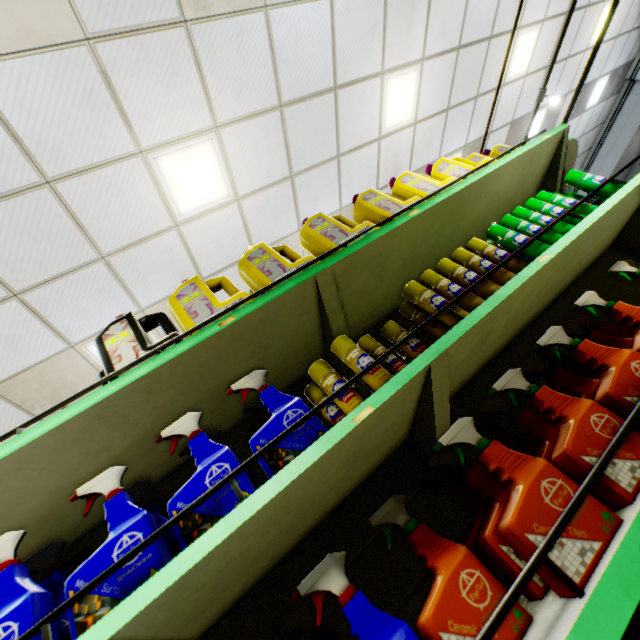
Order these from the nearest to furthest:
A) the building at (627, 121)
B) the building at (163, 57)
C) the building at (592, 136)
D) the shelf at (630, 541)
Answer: the shelf at (630, 541) → the building at (163, 57) → the building at (592, 136) → the building at (627, 121)

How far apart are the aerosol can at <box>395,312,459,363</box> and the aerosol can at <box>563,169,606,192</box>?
0.7m

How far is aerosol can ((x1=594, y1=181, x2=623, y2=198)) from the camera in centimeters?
172cm

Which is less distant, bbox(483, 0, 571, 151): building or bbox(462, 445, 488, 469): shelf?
bbox(462, 445, 488, 469): shelf

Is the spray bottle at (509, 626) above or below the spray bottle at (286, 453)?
below

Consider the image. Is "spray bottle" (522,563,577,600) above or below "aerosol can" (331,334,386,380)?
below

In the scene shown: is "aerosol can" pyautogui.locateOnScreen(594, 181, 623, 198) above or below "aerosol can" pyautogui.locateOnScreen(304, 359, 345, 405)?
below

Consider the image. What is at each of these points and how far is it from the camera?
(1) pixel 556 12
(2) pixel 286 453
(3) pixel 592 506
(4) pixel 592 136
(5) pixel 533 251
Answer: (1) building, 6.3 meters
(2) spray bottle, 0.9 meters
(3) spray bottle, 0.8 meters
(4) building, 11.5 meters
(5) aerosol can, 1.5 meters
